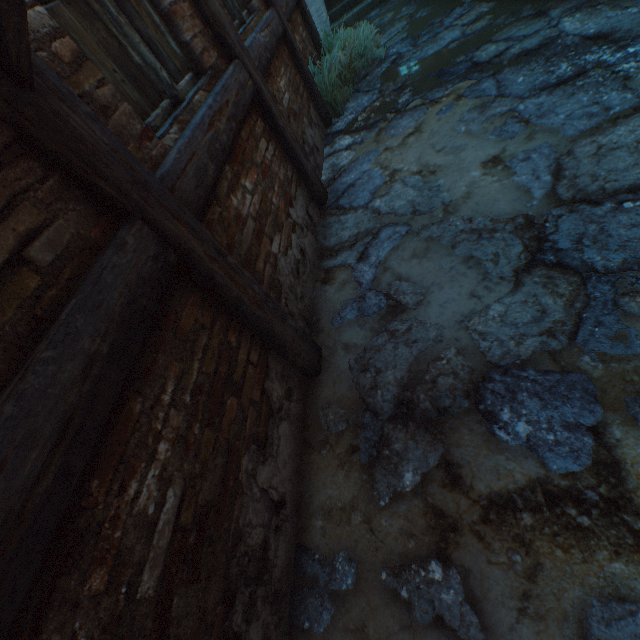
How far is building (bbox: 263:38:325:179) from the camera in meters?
3.3 m

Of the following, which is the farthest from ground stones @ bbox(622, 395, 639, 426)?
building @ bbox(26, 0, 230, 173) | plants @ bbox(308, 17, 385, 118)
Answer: building @ bbox(26, 0, 230, 173)

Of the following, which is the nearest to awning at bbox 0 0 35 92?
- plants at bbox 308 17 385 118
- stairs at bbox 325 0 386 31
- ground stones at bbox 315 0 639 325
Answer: ground stones at bbox 315 0 639 325

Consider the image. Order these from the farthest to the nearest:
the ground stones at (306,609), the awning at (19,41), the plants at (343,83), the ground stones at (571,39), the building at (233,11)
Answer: the plants at (343,83), the building at (233,11), the ground stones at (571,39), the ground stones at (306,609), the awning at (19,41)

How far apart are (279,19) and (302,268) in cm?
328

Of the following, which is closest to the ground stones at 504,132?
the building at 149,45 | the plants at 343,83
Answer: the plants at 343,83

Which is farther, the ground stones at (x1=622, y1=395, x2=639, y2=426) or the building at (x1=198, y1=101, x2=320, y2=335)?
the building at (x1=198, y1=101, x2=320, y2=335)

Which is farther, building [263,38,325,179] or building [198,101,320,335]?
building [263,38,325,179]
